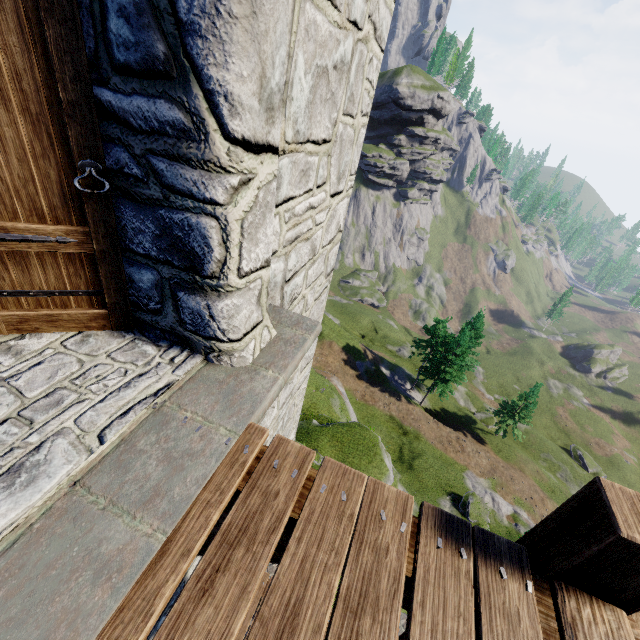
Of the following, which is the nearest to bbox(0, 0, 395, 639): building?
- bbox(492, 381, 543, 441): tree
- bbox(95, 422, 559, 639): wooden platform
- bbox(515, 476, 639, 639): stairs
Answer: bbox(95, 422, 559, 639): wooden platform

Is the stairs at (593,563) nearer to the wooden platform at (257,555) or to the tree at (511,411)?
the wooden platform at (257,555)

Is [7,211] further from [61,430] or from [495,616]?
[495,616]

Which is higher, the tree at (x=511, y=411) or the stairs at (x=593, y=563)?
the stairs at (x=593, y=563)

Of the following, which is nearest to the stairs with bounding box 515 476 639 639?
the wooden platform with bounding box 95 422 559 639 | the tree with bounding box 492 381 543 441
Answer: the wooden platform with bounding box 95 422 559 639

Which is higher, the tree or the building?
the building

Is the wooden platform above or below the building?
below
